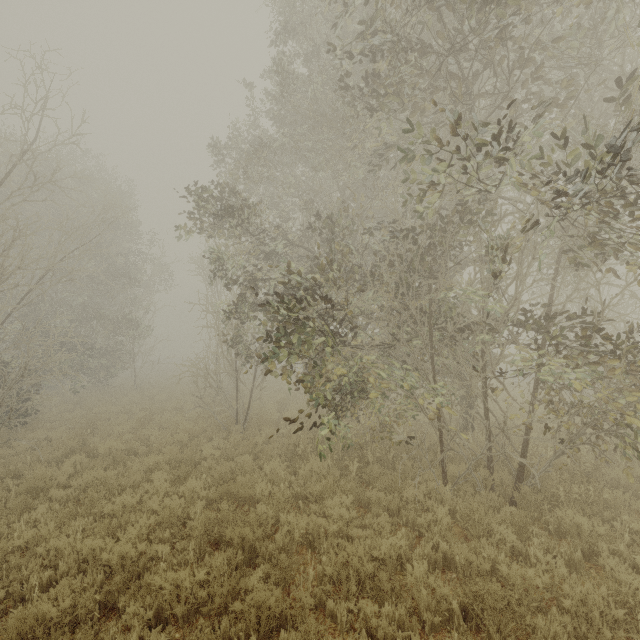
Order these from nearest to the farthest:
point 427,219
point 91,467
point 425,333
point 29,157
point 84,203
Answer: point 425,333, point 91,467, point 29,157, point 427,219, point 84,203
